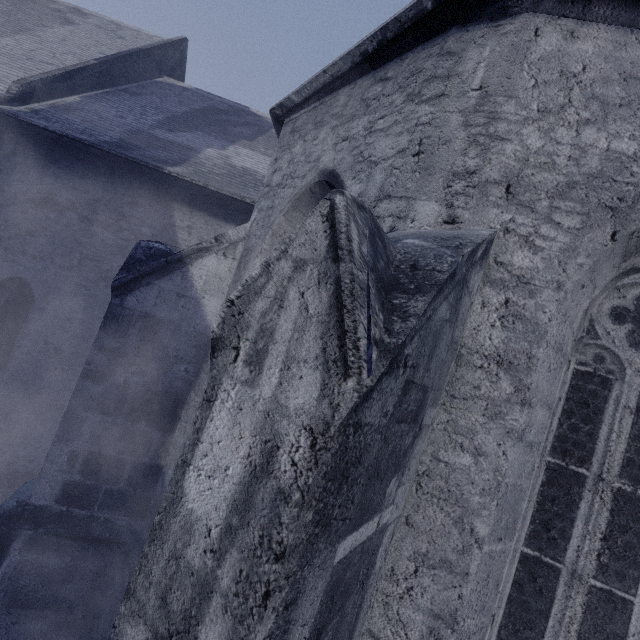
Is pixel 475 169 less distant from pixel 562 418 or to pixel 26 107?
pixel 562 418
